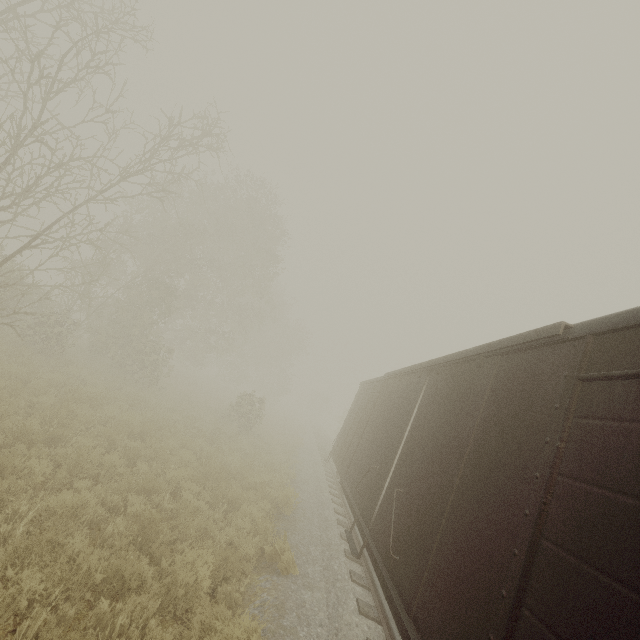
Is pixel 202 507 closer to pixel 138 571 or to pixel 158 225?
pixel 138 571
